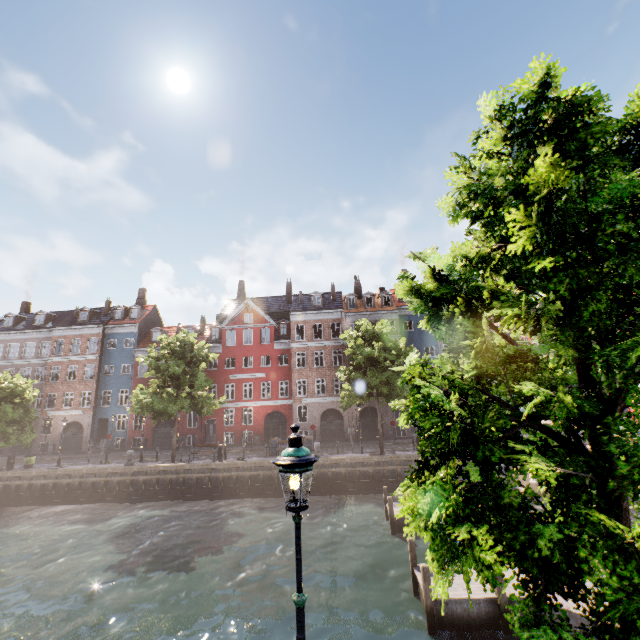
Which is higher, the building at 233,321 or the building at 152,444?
the building at 233,321

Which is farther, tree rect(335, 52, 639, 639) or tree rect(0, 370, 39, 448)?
tree rect(0, 370, 39, 448)

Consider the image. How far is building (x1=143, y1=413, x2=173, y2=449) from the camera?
34.2m

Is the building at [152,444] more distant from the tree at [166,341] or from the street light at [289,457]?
the tree at [166,341]

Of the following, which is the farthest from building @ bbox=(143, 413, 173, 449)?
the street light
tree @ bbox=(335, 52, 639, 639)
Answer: tree @ bbox=(335, 52, 639, 639)

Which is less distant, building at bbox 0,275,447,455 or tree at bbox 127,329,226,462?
tree at bbox 127,329,226,462

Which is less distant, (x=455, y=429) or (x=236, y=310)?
(x=455, y=429)

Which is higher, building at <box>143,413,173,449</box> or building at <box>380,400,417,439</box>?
building at <box>380,400,417,439</box>
